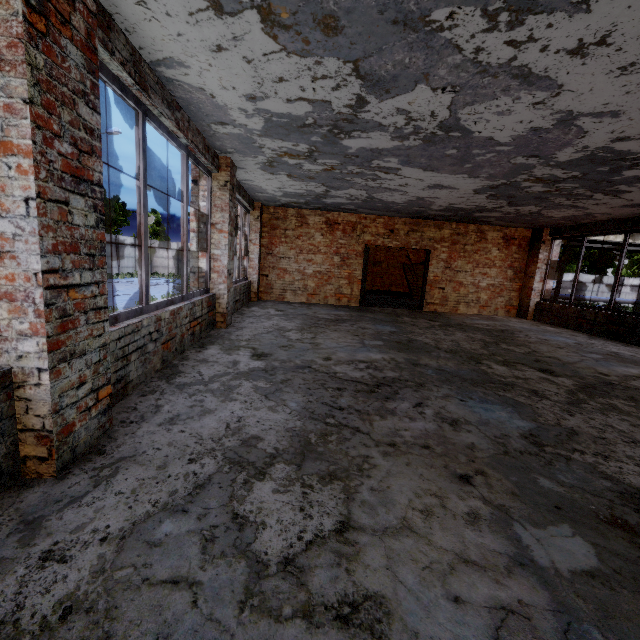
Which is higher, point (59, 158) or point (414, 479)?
point (59, 158)

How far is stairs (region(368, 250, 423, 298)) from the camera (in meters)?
17.14

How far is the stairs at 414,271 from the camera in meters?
17.1
